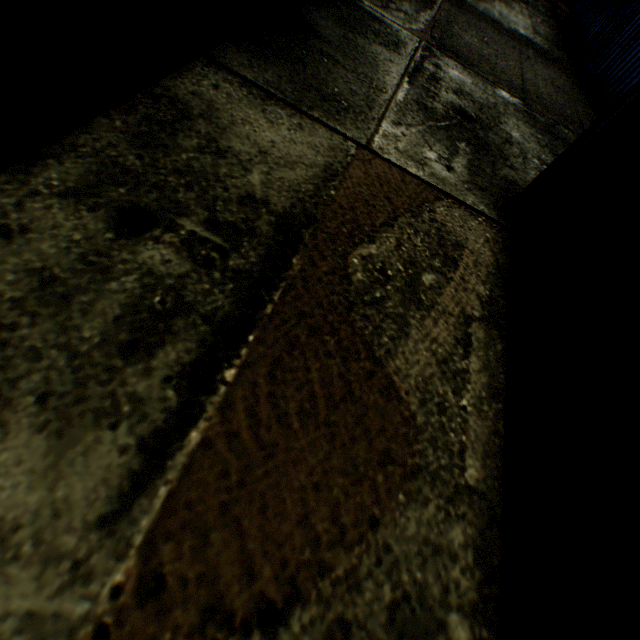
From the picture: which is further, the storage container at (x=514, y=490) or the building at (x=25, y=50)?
the building at (x=25, y=50)

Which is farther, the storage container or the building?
the building

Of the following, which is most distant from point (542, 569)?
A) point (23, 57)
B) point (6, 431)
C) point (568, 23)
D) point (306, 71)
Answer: point (568, 23)
